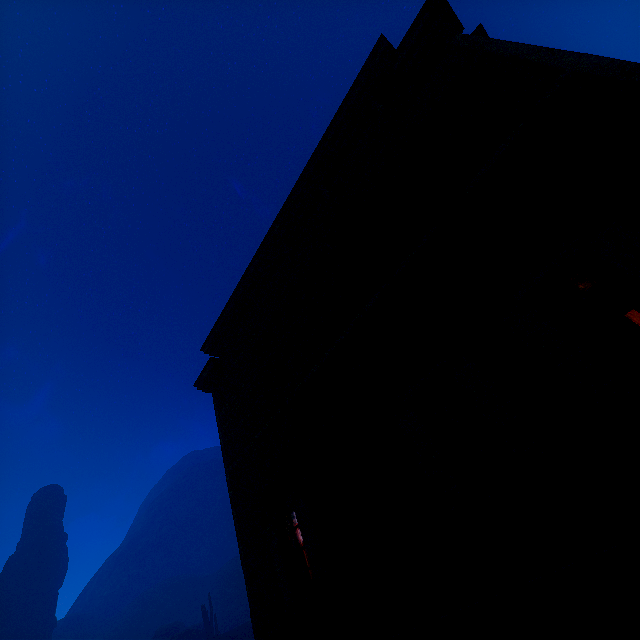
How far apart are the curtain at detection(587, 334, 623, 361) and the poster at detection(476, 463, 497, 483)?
9.1m

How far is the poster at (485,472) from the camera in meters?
10.7 m

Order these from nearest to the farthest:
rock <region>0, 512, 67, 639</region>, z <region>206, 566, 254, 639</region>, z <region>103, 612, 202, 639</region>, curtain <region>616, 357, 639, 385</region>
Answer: curtain <region>616, 357, 639, 385</region>, z <region>206, 566, 254, 639</region>, rock <region>0, 512, 67, 639</region>, z <region>103, 612, 202, 639</region>

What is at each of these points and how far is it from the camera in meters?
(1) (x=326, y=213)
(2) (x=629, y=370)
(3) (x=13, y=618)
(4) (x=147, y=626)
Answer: (1) building, 7.1
(2) curtain, 3.1
(3) rock, 48.8
(4) z, 58.3

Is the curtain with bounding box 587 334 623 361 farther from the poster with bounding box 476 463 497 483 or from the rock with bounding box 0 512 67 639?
the rock with bounding box 0 512 67 639

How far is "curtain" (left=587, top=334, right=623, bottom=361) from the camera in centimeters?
A: 320cm

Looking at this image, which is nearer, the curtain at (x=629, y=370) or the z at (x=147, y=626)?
the curtain at (x=629, y=370)

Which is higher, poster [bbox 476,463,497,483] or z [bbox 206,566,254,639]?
z [bbox 206,566,254,639]
